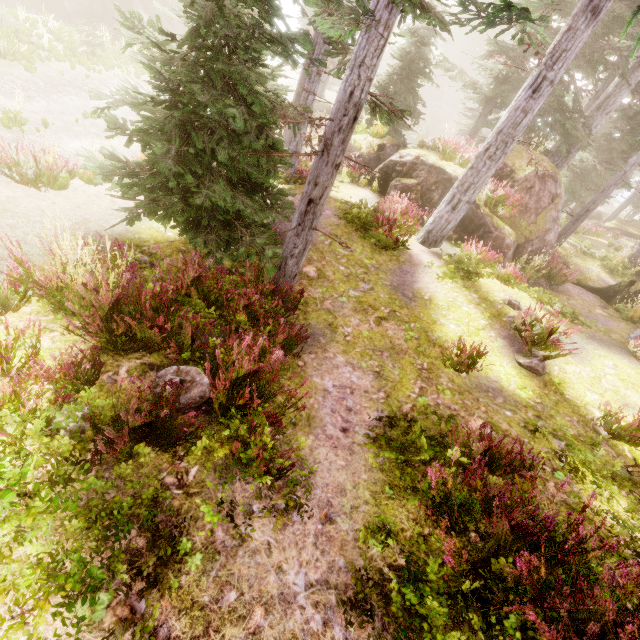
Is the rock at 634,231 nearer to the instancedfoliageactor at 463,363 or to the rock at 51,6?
the instancedfoliageactor at 463,363

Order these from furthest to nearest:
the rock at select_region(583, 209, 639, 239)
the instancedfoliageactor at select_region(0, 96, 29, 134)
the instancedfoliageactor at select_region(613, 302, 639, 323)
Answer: the rock at select_region(583, 209, 639, 239) < the instancedfoliageactor at select_region(613, 302, 639, 323) < the instancedfoliageactor at select_region(0, 96, 29, 134)

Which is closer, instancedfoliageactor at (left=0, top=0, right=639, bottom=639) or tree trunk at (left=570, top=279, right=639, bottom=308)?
instancedfoliageactor at (left=0, top=0, right=639, bottom=639)

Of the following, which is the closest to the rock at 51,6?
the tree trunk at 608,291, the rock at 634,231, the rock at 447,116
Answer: the rock at 447,116

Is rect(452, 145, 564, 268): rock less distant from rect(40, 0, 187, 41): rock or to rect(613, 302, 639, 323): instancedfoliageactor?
rect(613, 302, 639, 323): instancedfoliageactor

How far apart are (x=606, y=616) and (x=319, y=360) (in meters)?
4.57

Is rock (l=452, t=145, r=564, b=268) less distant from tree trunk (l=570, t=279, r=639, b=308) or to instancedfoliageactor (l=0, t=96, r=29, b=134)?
instancedfoliageactor (l=0, t=96, r=29, b=134)

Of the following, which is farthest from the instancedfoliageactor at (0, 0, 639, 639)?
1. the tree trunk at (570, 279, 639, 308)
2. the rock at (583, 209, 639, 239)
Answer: the tree trunk at (570, 279, 639, 308)
